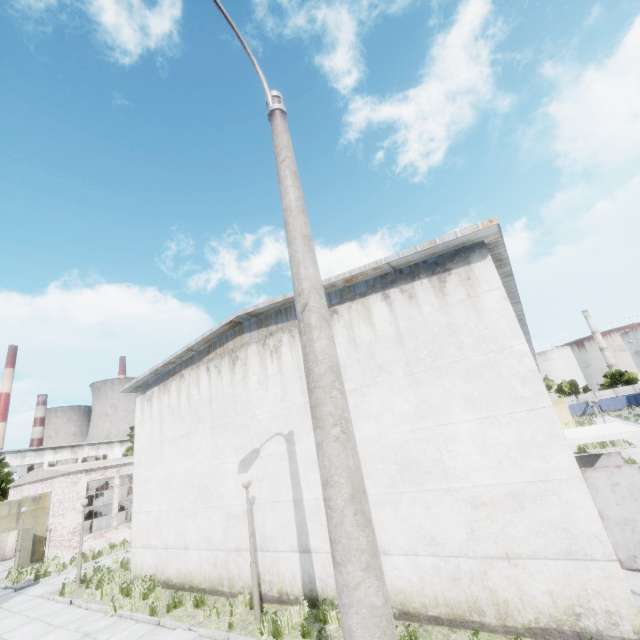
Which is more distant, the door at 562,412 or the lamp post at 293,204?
the door at 562,412

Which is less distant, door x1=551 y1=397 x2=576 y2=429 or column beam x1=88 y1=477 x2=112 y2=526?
door x1=551 y1=397 x2=576 y2=429

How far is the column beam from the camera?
28.2m

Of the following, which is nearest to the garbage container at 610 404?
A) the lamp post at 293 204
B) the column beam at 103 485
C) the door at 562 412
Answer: the door at 562 412

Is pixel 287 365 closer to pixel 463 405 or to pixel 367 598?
pixel 463 405

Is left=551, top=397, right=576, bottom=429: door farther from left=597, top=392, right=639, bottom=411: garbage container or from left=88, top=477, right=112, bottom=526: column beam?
left=597, top=392, right=639, bottom=411: garbage container

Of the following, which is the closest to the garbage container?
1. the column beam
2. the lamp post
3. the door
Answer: the door

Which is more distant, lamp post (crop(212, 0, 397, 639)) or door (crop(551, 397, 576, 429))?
door (crop(551, 397, 576, 429))
